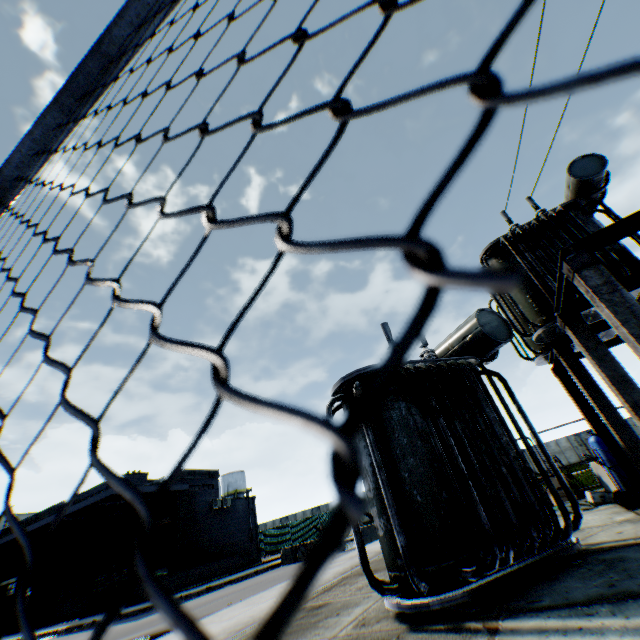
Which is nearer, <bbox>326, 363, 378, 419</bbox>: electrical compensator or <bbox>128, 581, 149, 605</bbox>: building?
<bbox>326, 363, 378, 419</bbox>: electrical compensator

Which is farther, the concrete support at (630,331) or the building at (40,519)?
the building at (40,519)

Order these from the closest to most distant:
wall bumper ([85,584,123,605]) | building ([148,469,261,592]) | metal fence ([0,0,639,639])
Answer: metal fence ([0,0,639,639]) < wall bumper ([85,584,123,605]) < building ([148,469,261,592])

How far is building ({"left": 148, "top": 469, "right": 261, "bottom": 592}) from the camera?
21.0 meters

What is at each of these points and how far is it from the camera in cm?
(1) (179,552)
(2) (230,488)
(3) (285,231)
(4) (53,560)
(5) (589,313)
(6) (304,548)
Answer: (1) building, 2152
(2) vertical tank, 5384
(3) metal fence, 17
(4) building, 2205
(5) electrical compensator, 755
(6) concrete block, 1858

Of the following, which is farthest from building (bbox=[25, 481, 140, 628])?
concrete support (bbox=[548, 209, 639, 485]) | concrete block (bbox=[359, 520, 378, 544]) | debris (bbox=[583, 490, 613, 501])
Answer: concrete support (bbox=[548, 209, 639, 485])

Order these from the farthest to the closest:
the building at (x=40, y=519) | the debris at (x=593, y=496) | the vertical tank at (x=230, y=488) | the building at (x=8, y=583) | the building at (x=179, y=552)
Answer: the vertical tank at (x=230, y=488)
the building at (x=8, y=583)
the building at (x=40, y=519)
the building at (x=179, y=552)
the debris at (x=593, y=496)

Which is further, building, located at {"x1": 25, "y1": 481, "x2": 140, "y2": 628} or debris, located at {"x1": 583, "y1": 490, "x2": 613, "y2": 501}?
building, located at {"x1": 25, "y1": 481, "x2": 140, "y2": 628}
